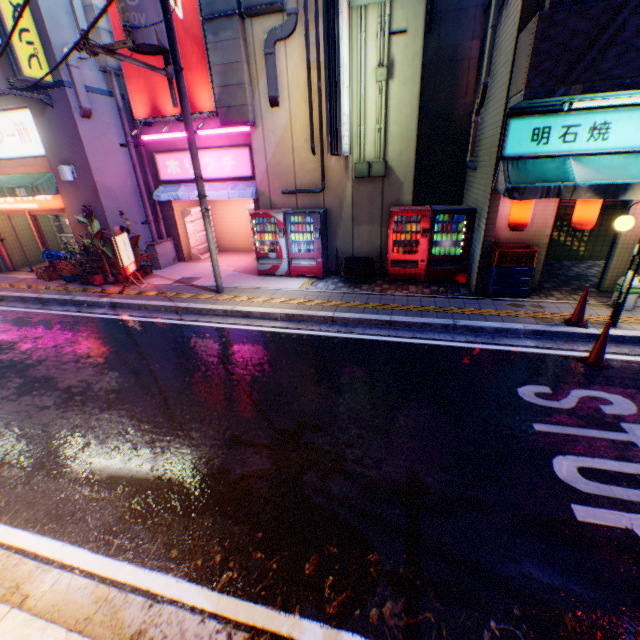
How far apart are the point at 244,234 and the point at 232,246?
0.9m

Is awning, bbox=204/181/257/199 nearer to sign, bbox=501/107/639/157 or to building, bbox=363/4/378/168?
building, bbox=363/4/378/168

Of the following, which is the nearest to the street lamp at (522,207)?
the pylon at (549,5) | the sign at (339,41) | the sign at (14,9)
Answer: the pylon at (549,5)

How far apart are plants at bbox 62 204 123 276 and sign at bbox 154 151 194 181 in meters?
2.3

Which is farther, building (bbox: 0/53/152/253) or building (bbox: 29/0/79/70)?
building (bbox: 0/53/152/253)

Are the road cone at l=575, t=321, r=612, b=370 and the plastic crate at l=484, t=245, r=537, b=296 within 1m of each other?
no

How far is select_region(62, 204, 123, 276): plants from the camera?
10.2 meters

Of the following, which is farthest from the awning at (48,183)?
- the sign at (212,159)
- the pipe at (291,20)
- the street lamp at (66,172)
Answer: the pipe at (291,20)
